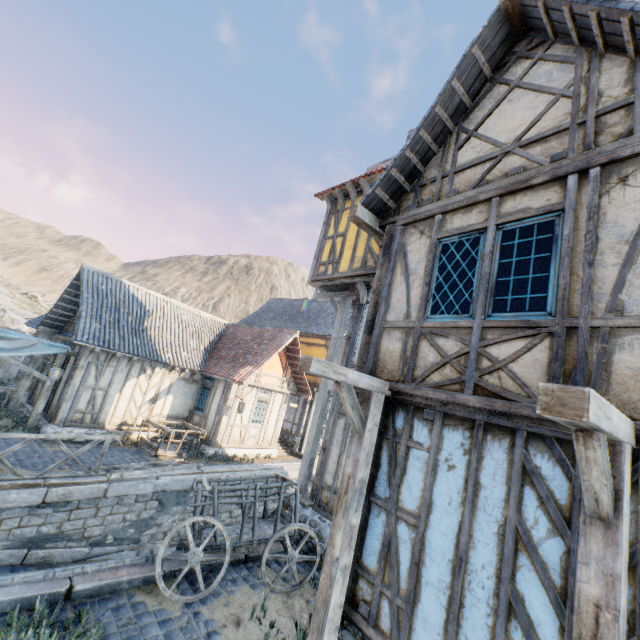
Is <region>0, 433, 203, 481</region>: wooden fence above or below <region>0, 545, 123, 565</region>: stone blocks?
above

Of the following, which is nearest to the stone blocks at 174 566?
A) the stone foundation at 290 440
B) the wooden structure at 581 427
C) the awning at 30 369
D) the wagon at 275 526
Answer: the awning at 30 369

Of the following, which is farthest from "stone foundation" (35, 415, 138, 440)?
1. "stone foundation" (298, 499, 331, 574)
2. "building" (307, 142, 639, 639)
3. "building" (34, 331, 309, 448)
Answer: "building" (307, 142, 639, 639)

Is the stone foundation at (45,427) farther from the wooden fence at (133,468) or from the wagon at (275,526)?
the wagon at (275,526)

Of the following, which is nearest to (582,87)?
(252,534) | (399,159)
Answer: (399,159)

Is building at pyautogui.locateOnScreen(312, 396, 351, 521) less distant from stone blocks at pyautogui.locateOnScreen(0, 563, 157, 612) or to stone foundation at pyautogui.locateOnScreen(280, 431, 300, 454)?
stone blocks at pyautogui.locateOnScreen(0, 563, 157, 612)

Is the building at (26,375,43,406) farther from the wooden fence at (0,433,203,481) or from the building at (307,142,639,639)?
the building at (307,142,639,639)

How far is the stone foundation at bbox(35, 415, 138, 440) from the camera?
11.0 meters
